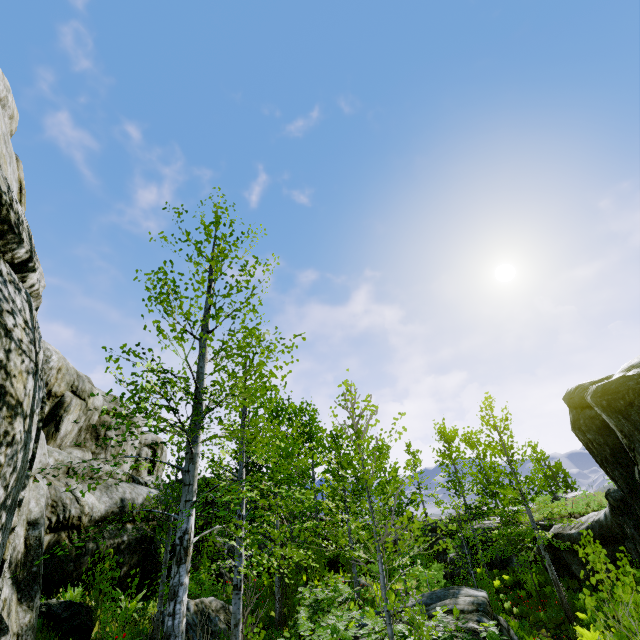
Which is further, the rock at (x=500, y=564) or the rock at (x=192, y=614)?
the rock at (x=500, y=564)

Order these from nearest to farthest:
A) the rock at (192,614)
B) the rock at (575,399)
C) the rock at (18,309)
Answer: the rock at (18,309) < the rock at (575,399) < the rock at (192,614)

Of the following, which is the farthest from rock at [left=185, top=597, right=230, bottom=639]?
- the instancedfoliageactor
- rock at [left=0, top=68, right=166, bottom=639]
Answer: the instancedfoliageactor

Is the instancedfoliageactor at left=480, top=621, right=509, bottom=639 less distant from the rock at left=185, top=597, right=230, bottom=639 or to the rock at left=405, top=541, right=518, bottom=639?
the rock at left=405, top=541, right=518, bottom=639

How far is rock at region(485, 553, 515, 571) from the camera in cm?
2166

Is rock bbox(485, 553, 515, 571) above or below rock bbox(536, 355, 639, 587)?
below

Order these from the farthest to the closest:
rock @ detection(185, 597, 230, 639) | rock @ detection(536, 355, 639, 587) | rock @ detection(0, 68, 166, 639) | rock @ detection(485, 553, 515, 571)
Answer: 1. rock @ detection(485, 553, 515, 571)
2. rock @ detection(185, 597, 230, 639)
3. rock @ detection(536, 355, 639, 587)
4. rock @ detection(0, 68, 166, 639)

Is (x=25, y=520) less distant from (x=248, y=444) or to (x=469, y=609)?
(x=248, y=444)
